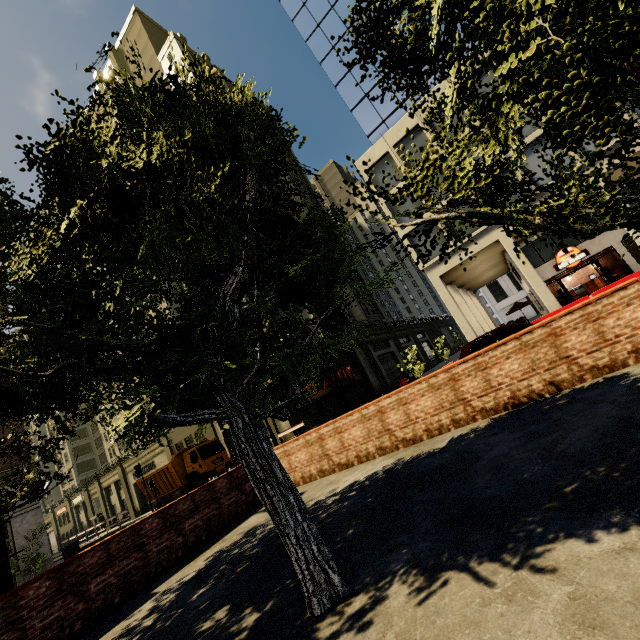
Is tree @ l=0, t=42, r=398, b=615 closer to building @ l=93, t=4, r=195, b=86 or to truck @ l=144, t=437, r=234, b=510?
building @ l=93, t=4, r=195, b=86

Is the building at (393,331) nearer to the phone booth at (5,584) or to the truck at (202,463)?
the truck at (202,463)

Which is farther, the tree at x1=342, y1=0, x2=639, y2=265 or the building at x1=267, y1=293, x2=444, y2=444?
the building at x1=267, y1=293, x2=444, y2=444

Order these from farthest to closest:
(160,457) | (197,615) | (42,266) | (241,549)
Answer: (160,457)
(241,549)
(197,615)
(42,266)

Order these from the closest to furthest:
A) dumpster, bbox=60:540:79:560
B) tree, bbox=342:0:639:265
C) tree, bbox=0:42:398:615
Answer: tree, bbox=342:0:639:265 → tree, bbox=0:42:398:615 → dumpster, bbox=60:540:79:560

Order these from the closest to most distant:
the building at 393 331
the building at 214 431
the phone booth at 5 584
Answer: the phone booth at 5 584
the building at 393 331
the building at 214 431

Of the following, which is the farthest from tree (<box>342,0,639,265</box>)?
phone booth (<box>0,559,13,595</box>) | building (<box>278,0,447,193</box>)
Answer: building (<box>278,0,447,193</box>)

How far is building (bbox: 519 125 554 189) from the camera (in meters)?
18.47
